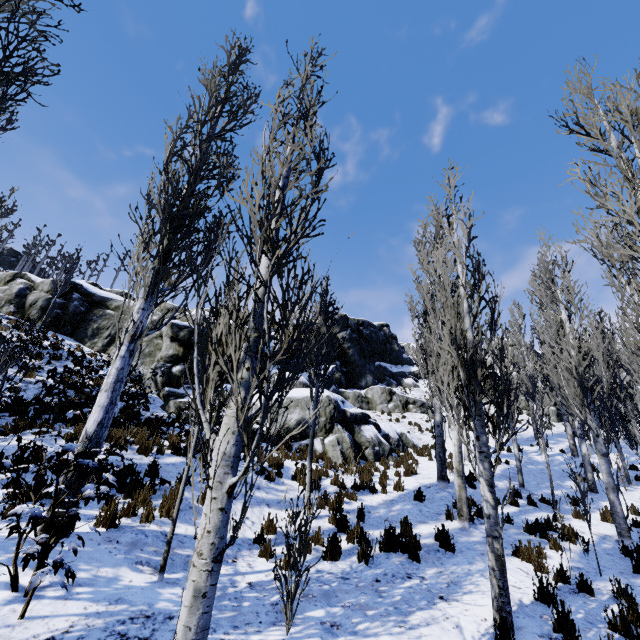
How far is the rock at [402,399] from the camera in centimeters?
1395cm

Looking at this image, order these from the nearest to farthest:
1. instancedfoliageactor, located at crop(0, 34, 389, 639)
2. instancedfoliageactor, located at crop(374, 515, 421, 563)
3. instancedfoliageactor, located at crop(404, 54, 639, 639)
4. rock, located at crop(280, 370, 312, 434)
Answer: instancedfoliageactor, located at crop(0, 34, 389, 639), instancedfoliageactor, located at crop(404, 54, 639, 639), instancedfoliageactor, located at crop(374, 515, 421, 563), rock, located at crop(280, 370, 312, 434)

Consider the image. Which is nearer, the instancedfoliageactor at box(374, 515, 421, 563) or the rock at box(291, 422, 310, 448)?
the instancedfoliageactor at box(374, 515, 421, 563)

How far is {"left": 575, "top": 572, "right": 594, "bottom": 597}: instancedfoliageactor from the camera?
5.61m

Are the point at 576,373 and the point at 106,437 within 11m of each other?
no

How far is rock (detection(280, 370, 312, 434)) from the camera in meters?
13.9 m

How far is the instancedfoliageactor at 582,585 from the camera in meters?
5.6
